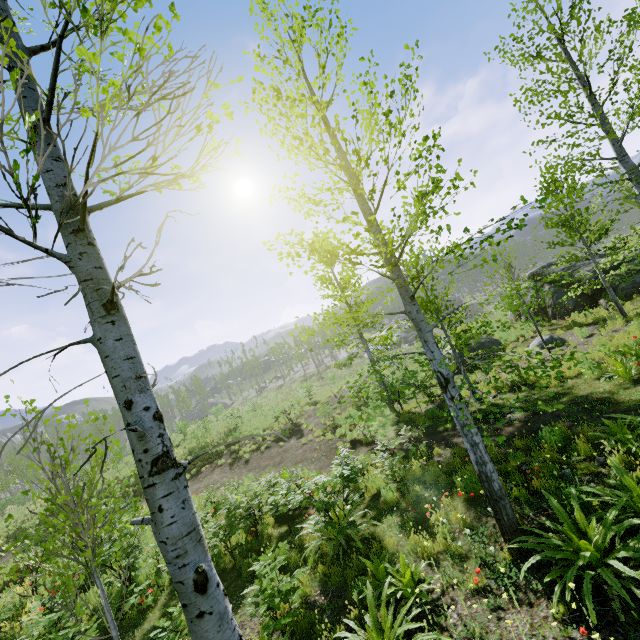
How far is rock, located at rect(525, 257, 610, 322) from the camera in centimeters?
1542cm

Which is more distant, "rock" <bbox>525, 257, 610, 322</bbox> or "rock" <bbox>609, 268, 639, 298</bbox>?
"rock" <bbox>525, 257, 610, 322</bbox>

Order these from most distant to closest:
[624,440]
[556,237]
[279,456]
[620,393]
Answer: [279,456] < [556,237] < [620,393] < [624,440]

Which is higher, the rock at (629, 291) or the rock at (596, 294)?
A: the rock at (596, 294)

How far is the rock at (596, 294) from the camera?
15.4 meters

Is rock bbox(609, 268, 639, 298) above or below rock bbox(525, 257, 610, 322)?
below
